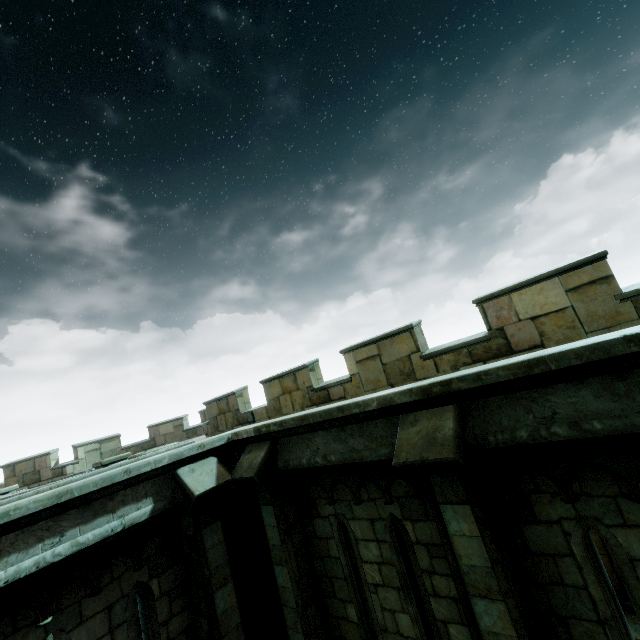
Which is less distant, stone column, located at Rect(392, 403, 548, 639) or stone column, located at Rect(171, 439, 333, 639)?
stone column, located at Rect(392, 403, 548, 639)

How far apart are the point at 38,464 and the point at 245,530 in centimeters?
1687cm

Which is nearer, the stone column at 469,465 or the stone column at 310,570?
the stone column at 469,465
